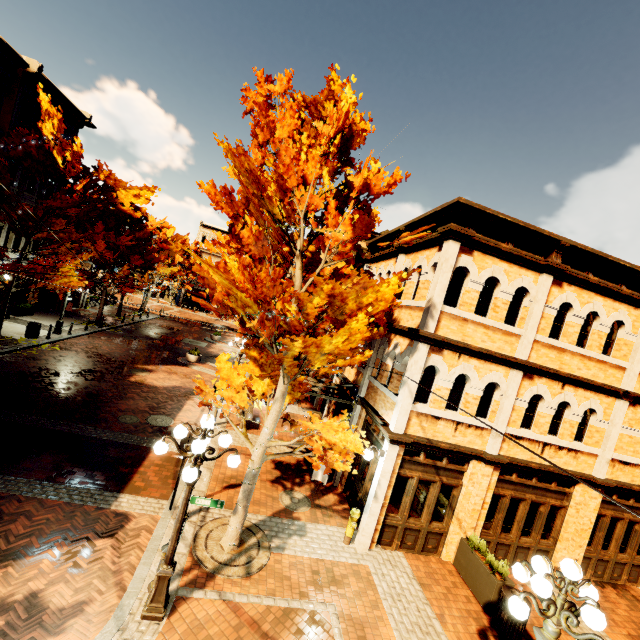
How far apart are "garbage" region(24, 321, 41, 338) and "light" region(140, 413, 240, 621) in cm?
1746

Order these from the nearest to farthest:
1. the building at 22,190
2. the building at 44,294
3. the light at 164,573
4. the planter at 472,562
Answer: the light at 164,573 < the planter at 472,562 < the building at 22,190 < the building at 44,294

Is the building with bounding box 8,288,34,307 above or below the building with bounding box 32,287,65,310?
above

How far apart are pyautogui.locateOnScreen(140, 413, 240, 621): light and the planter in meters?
7.1

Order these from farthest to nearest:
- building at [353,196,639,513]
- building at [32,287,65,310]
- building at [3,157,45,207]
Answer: building at [32,287,65,310]
building at [3,157,45,207]
building at [353,196,639,513]

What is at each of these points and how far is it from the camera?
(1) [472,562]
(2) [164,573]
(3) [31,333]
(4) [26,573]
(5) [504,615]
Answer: (1) planter, 8.55m
(2) light, 5.59m
(3) garbage, 17.52m
(4) z, 5.88m
(5) garbage, 7.31m

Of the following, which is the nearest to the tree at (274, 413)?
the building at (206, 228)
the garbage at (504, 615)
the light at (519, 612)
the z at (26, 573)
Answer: the building at (206, 228)

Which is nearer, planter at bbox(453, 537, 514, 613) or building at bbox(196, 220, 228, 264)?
planter at bbox(453, 537, 514, 613)
